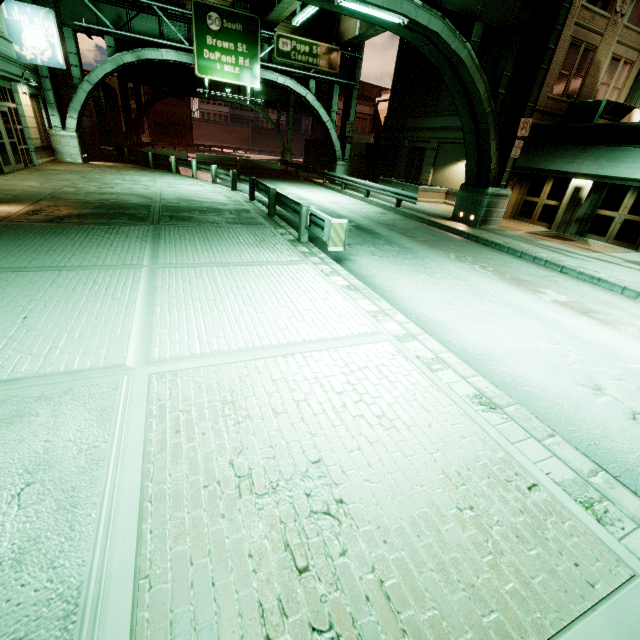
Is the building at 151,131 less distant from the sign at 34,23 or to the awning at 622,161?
the sign at 34,23

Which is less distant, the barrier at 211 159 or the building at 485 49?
the building at 485 49

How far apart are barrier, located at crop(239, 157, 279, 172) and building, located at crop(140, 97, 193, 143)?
33.8m

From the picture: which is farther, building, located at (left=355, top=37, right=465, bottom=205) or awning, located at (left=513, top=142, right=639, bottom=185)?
building, located at (left=355, top=37, right=465, bottom=205)

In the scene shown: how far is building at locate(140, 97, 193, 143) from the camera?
53.8m

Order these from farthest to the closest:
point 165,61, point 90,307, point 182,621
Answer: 1. point 165,61
2. point 90,307
3. point 182,621

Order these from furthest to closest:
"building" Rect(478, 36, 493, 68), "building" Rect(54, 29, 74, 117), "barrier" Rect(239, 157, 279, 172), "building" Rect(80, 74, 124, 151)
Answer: "barrier" Rect(239, 157, 279, 172) → "building" Rect(80, 74, 124, 151) → "building" Rect(54, 29, 74, 117) → "building" Rect(478, 36, 493, 68)

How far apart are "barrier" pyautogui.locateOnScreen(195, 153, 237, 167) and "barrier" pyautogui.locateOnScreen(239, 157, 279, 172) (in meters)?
0.47
